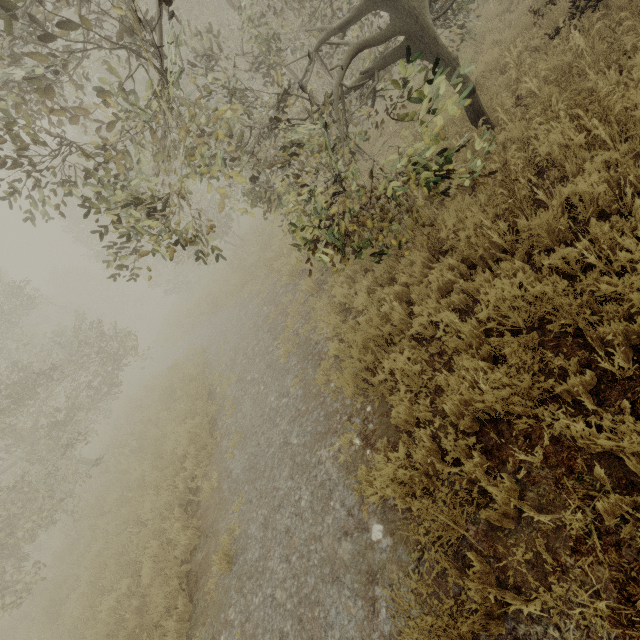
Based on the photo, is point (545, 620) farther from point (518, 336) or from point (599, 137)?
point (599, 137)
